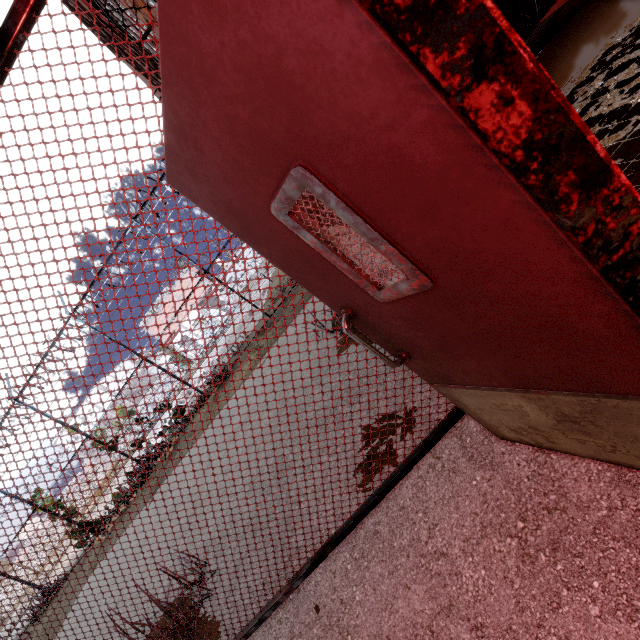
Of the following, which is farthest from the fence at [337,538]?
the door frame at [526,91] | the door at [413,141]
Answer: the door frame at [526,91]

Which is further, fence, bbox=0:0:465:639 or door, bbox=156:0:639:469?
fence, bbox=0:0:465:639

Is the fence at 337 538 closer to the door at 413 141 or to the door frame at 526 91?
the door at 413 141

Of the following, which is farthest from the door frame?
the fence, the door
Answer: the fence

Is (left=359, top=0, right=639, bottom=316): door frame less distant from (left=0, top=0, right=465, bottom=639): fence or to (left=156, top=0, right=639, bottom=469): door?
(left=156, top=0, right=639, bottom=469): door

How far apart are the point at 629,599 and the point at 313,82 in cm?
186
